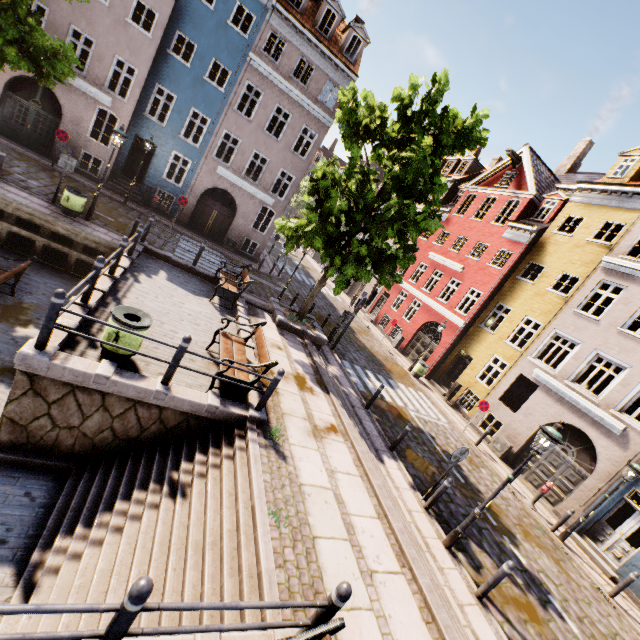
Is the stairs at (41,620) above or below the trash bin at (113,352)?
below

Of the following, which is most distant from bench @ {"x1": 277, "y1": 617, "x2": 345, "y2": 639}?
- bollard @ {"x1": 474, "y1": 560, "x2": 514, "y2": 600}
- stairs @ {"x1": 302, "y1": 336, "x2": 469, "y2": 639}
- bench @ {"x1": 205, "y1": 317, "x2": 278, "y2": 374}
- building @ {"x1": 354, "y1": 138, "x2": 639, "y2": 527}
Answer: building @ {"x1": 354, "y1": 138, "x2": 639, "y2": 527}

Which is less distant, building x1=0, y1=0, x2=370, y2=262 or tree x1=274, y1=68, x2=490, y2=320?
tree x1=274, y1=68, x2=490, y2=320

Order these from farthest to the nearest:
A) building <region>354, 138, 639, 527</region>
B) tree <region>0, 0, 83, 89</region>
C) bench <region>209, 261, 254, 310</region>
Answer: building <region>354, 138, 639, 527</region>
bench <region>209, 261, 254, 310</region>
tree <region>0, 0, 83, 89</region>

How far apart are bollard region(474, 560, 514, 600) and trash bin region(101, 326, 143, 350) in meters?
8.7

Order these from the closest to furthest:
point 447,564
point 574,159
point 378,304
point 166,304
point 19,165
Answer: point 447,564 → point 166,304 → point 19,165 → point 574,159 → point 378,304

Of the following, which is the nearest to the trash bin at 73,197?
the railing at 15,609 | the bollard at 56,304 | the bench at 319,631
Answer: the bollard at 56,304

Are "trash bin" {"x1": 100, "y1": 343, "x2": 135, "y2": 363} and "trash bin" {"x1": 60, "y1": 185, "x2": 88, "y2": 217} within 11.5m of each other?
yes
